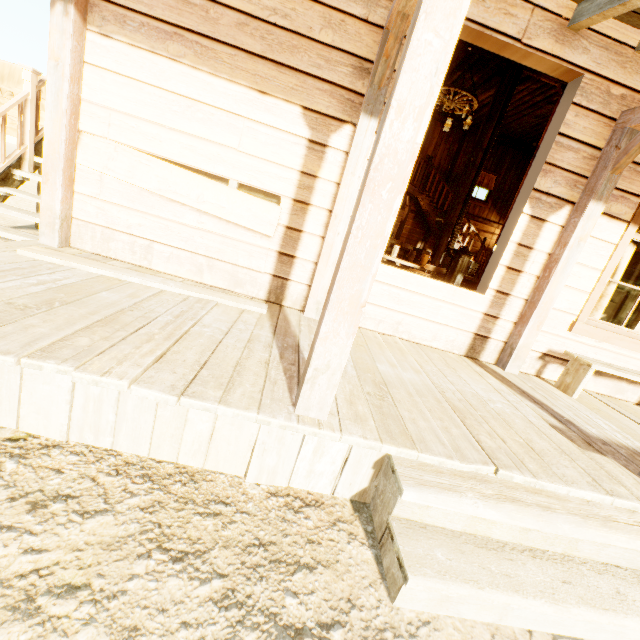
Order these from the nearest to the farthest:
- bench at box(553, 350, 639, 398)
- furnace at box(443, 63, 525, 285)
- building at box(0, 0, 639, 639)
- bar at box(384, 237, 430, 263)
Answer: building at box(0, 0, 639, 639) → bench at box(553, 350, 639, 398) → furnace at box(443, 63, 525, 285) → bar at box(384, 237, 430, 263)

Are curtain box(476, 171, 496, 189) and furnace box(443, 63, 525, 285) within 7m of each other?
no

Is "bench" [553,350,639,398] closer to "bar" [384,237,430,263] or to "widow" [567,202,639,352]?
"widow" [567,202,639,352]

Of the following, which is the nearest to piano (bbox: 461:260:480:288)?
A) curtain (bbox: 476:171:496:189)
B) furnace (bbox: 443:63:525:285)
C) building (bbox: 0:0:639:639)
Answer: building (bbox: 0:0:639:639)

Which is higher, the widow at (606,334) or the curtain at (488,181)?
the curtain at (488,181)

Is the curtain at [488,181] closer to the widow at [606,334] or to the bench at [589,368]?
the widow at [606,334]

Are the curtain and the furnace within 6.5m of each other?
no

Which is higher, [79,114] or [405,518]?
[79,114]
